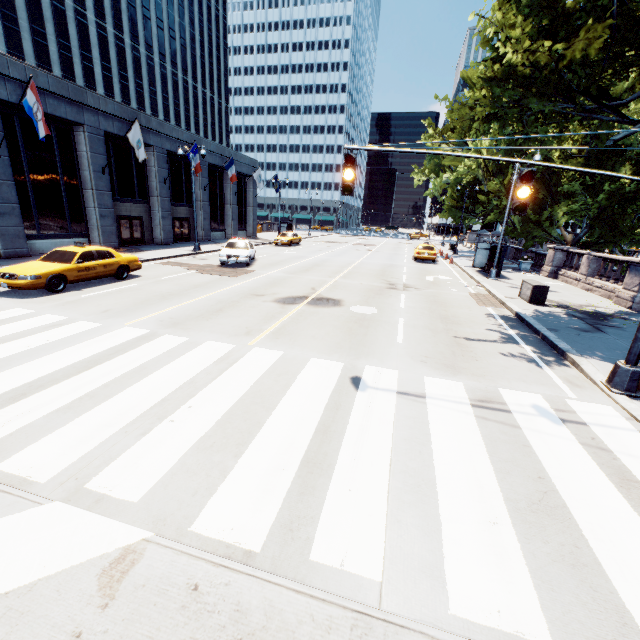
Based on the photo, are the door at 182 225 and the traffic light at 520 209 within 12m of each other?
no

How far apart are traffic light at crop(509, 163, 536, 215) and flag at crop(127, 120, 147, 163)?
22.1m

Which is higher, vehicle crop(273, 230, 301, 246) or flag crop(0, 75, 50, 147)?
flag crop(0, 75, 50, 147)

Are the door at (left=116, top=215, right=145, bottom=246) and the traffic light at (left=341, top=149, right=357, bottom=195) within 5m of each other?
no

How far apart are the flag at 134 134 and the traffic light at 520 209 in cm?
2213

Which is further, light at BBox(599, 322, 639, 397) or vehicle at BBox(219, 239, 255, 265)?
vehicle at BBox(219, 239, 255, 265)

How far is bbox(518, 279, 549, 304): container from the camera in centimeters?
1395cm

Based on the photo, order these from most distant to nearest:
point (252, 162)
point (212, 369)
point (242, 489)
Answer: point (252, 162)
point (212, 369)
point (242, 489)
